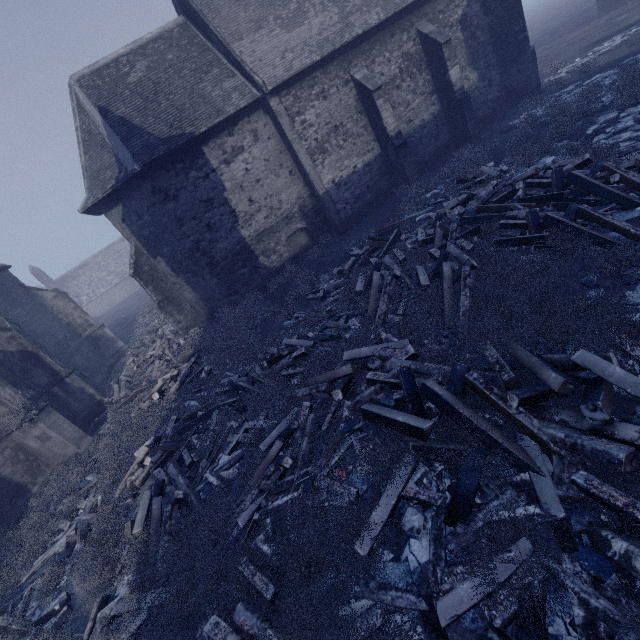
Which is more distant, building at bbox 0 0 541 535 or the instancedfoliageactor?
building at bbox 0 0 541 535

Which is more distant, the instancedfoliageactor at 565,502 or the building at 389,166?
the building at 389,166

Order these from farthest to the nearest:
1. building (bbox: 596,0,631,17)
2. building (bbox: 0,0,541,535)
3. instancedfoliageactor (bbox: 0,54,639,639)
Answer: building (bbox: 596,0,631,17) < building (bbox: 0,0,541,535) < instancedfoliageactor (bbox: 0,54,639,639)

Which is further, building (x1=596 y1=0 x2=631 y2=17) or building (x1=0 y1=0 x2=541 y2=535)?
building (x1=596 y1=0 x2=631 y2=17)

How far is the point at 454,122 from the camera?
16.9m

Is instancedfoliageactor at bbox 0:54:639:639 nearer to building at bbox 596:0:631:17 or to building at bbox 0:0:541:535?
building at bbox 0:0:541:535

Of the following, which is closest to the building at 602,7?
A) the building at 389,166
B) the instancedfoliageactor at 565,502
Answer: the building at 389,166
